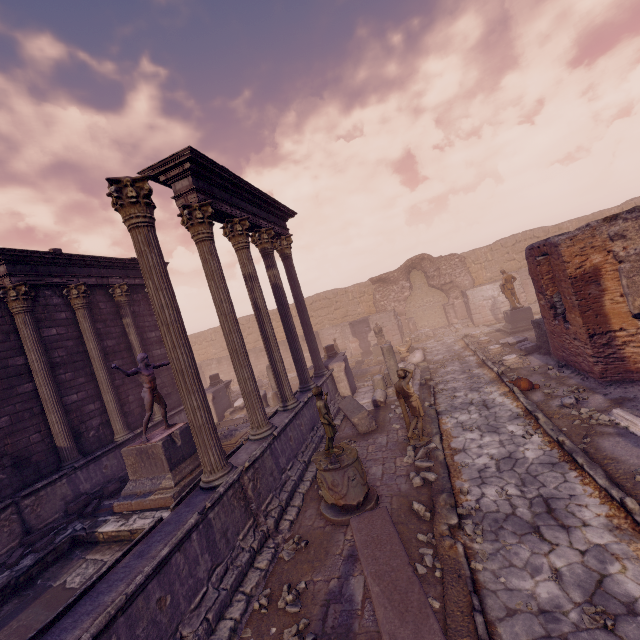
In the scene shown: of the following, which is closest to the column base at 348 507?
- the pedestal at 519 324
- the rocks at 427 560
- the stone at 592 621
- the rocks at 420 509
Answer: the rocks at 420 509

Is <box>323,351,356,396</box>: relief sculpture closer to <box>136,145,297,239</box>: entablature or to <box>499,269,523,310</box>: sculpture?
<box>136,145,297,239</box>: entablature

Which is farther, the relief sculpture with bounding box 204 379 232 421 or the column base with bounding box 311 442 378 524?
the relief sculpture with bounding box 204 379 232 421

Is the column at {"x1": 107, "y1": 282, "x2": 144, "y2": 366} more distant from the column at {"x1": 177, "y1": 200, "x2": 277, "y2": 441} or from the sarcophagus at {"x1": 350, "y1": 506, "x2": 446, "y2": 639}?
the sarcophagus at {"x1": 350, "y1": 506, "x2": 446, "y2": 639}

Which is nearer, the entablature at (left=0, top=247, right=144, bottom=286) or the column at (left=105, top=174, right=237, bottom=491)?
the column at (left=105, top=174, right=237, bottom=491)

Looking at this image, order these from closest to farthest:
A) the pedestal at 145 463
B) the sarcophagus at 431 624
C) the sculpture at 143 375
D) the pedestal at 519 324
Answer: the sarcophagus at 431 624
the pedestal at 145 463
the sculpture at 143 375
the pedestal at 519 324

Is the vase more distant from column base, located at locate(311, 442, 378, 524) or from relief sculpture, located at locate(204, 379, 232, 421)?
relief sculpture, located at locate(204, 379, 232, 421)

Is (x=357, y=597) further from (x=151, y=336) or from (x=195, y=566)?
(x=151, y=336)
